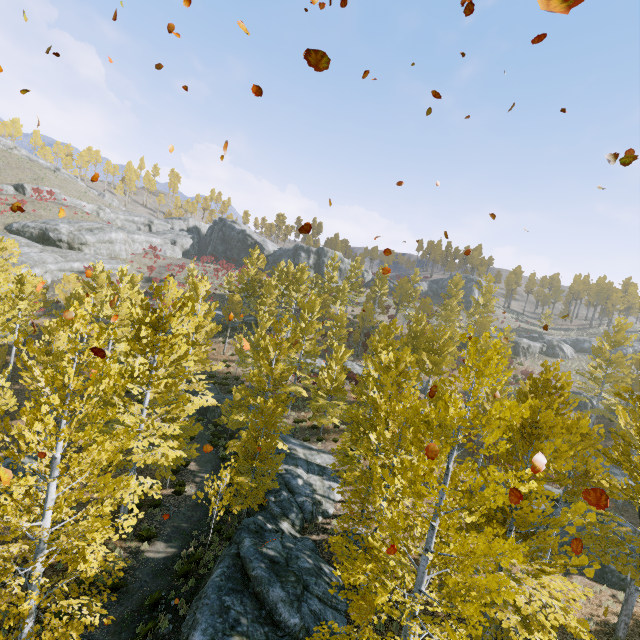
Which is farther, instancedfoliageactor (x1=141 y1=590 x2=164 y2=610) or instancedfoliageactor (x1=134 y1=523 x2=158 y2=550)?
instancedfoliageactor (x1=134 y1=523 x2=158 y2=550)

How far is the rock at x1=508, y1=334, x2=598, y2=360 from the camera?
46.2 meters

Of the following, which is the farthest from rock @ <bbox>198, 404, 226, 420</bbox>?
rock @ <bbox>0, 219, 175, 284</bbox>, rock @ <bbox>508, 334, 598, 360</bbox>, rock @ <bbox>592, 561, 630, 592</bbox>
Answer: rock @ <bbox>508, 334, 598, 360</bbox>

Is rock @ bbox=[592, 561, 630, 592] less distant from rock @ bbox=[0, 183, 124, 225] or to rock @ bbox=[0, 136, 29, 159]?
rock @ bbox=[0, 183, 124, 225]

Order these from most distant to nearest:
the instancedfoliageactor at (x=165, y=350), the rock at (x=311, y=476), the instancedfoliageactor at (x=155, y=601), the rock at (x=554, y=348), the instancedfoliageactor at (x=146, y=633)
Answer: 1. the rock at (x=554, y=348)
2. the instancedfoliageactor at (x=155, y=601)
3. the instancedfoliageactor at (x=146, y=633)
4. the rock at (x=311, y=476)
5. the instancedfoliageactor at (x=165, y=350)

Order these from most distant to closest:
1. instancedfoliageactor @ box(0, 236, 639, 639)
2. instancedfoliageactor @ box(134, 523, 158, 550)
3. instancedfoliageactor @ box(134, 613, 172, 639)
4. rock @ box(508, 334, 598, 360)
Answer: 1. rock @ box(508, 334, 598, 360)
2. instancedfoliageactor @ box(134, 523, 158, 550)
3. instancedfoliageactor @ box(134, 613, 172, 639)
4. instancedfoliageactor @ box(0, 236, 639, 639)

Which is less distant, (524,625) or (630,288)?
(524,625)

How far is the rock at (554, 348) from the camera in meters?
46.2 m
